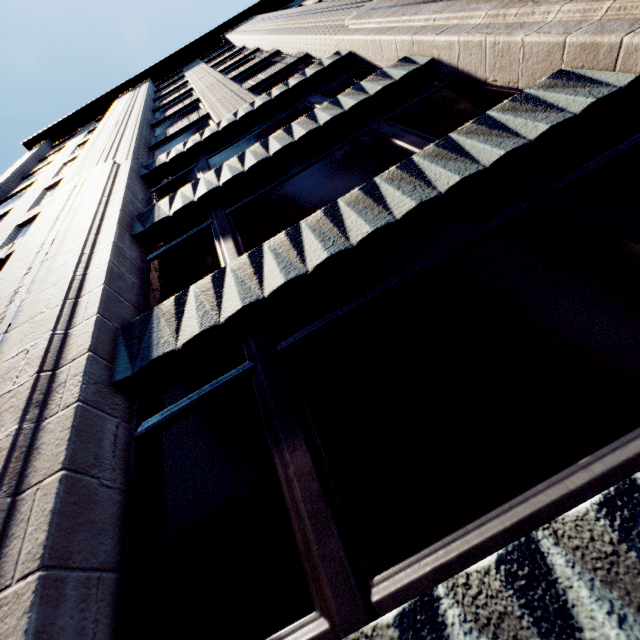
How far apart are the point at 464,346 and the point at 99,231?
6.82m
